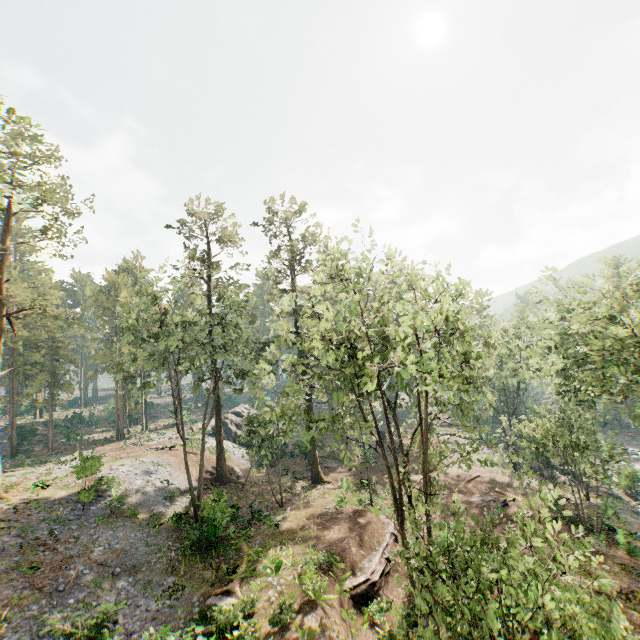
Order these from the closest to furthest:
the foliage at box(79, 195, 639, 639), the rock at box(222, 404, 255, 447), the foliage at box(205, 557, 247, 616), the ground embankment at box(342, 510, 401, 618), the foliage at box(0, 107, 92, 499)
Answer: the foliage at box(79, 195, 639, 639) < the foliage at box(205, 557, 247, 616) < the ground embankment at box(342, 510, 401, 618) < the foliage at box(0, 107, 92, 499) < the rock at box(222, 404, 255, 447)

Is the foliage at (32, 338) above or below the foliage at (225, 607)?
above

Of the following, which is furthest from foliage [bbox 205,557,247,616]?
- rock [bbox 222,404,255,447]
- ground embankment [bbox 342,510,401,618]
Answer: → rock [bbox 222,404,255,447]

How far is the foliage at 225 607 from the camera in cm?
1504

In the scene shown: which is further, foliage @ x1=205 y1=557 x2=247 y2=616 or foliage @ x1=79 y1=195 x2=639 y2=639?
foliage @ x1=205 y1=557 x2=247 y2=616

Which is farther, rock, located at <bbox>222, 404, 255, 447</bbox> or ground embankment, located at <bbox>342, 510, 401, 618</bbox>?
rock, located at <bbox>222, 404, 255, 447</bbox>

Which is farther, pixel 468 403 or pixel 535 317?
pixel 535 317

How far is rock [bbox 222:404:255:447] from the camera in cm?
4503
